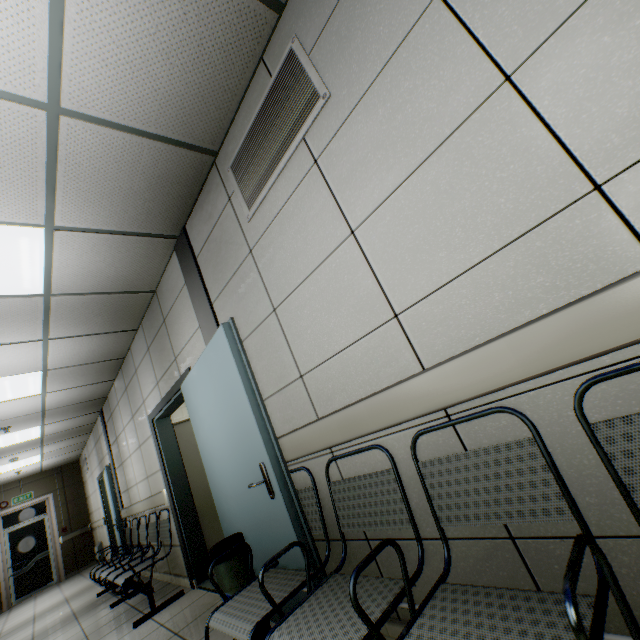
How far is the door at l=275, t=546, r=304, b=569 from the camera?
1.9m

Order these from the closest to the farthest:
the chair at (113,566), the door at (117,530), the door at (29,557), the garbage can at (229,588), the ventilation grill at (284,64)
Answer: the ventilation grill at (284,64)
the garbage can at (229,588)
the chair at (113,566)
the door at (117,530)
the door at (29,557)

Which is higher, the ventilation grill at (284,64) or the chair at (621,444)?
the ventilation grill at (284,64)

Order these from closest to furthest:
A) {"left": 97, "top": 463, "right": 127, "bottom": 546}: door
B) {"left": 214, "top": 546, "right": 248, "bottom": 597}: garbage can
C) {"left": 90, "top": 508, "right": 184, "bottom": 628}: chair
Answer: {"left": 214, "top": 546, "right": 248, "bottom": 597}: garbage can, {"left": 90, "top": 508, "right": 184, "bottom": 628}: chair, {"left": 97, "top": 463, "right": 127, "bottom": 546}: door

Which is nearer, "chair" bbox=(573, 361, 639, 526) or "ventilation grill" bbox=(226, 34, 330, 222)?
"chair" bbox=(573, 361, 639, 526)

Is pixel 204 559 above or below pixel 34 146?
below

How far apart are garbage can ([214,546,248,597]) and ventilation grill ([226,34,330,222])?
2.44m
